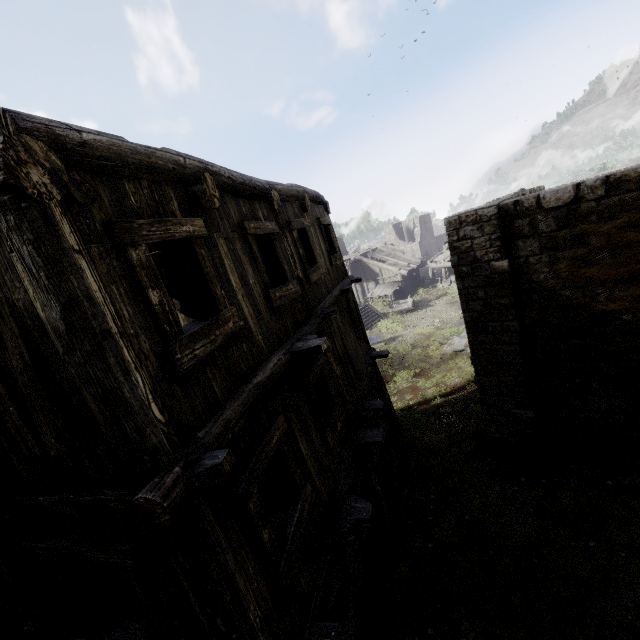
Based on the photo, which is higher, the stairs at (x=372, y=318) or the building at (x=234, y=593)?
the building at (x=234, y=593)

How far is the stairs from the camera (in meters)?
28.36

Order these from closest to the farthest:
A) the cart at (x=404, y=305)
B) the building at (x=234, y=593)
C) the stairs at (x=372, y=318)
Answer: the building at (x=234, y=593) → the stairs at (x=372, y=318) → the cart at (x=404, y=305)

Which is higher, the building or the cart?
the building

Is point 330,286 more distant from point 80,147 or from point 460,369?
point 460,369

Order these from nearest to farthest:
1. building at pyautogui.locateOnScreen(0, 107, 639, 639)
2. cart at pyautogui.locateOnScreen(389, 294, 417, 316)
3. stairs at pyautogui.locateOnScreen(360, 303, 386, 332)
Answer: building at pyautogui.locateOnScreen(0, 107, 639, 639)
stairs at pyautogui.locateOnScreen(360, 303, 386, 332)
cart at pyautogui.locateOnScreen(389, 294, 417, 316)

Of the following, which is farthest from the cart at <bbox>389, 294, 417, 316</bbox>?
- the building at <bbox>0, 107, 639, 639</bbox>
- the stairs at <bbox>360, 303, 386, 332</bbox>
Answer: the building at <bbox>0, 107, 639, 639</bbox>
